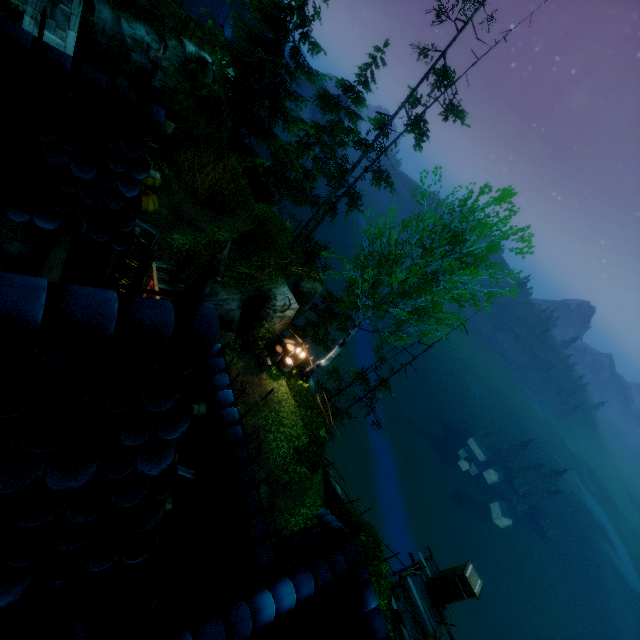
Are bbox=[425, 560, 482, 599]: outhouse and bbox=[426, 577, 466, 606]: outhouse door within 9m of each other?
yes

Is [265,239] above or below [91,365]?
below

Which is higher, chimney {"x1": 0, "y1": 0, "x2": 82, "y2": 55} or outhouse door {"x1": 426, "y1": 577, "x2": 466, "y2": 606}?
chimney {"x1": 0, "y1": 0, "x2": 82, "y2": 55}

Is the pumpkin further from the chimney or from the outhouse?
the outhouse

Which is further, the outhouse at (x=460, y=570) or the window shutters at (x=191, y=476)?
the outhouse at (x=460, y=570)

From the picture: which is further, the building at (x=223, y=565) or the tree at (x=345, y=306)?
the tree at (x=345, y=306)

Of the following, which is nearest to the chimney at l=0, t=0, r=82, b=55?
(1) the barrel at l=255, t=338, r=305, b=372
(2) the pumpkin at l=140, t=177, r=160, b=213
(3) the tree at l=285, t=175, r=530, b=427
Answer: (2) the pumpkin at l=140, t=177, r=160, b=213

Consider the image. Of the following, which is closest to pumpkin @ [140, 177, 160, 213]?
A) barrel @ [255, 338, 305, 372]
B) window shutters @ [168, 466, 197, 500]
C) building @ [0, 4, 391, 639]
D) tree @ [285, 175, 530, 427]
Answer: building @ [0, 4, 391, 639]
